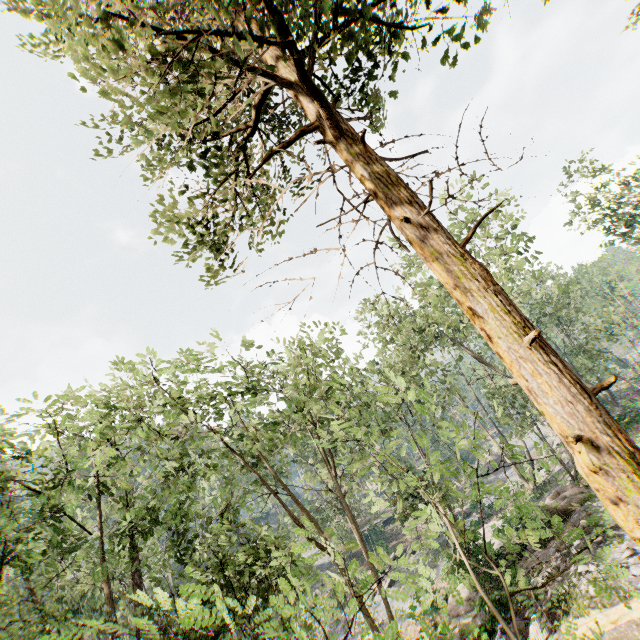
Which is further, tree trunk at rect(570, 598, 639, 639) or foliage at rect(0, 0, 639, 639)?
tree trunk at rect(570, 598, 639, 639)

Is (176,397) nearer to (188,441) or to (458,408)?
(188,441)

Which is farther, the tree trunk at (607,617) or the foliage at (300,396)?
the tree trunk at (607,617)
